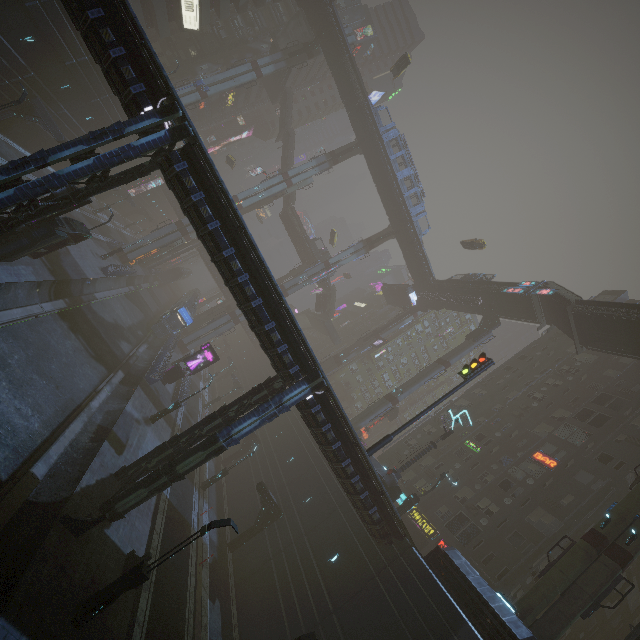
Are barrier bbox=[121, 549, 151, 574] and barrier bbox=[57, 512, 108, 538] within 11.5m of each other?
yes

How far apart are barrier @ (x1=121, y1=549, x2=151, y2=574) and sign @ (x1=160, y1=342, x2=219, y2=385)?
20.08m

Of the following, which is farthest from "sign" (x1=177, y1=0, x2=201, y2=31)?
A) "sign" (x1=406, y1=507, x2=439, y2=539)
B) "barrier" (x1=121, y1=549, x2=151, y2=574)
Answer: "barrier" (x1=121, y1=549, x2=151, y2=574)

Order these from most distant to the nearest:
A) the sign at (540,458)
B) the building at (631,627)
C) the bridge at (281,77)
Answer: the bridge at (281,77) → the sign at (540,458) → the building at (631,627)

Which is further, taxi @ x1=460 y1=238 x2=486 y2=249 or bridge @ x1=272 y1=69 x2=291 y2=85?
bridge @ x1=272 y1=69 x2=291 y2=85

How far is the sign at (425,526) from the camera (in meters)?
31.27

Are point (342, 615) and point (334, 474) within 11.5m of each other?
yes

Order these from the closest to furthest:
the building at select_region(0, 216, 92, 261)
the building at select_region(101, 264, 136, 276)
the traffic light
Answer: the building at select_region(0, 216, 92, 261)
the traffic light
the building at select_region(101, 264, 136, 276)
